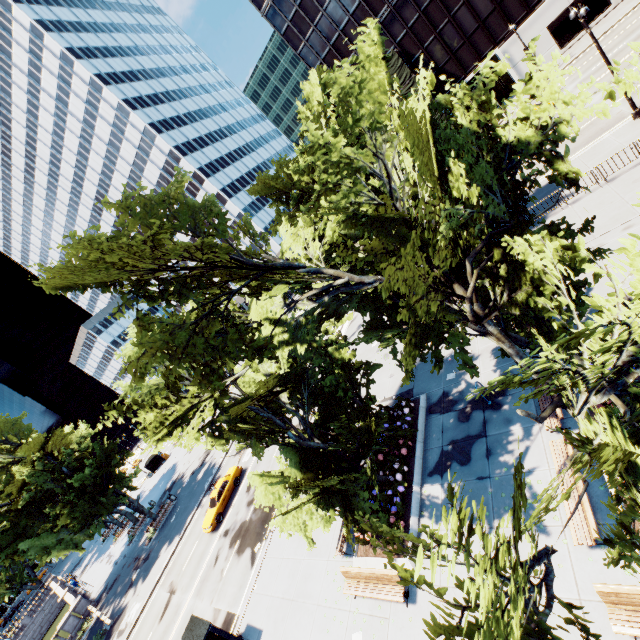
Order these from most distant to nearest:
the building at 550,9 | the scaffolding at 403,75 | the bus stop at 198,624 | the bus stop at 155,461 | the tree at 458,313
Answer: the bus stop at 155,461 → the scaffolding at 403,75 → the building at 550,9 → the bus stop at 198,624 → the tree at 458,313

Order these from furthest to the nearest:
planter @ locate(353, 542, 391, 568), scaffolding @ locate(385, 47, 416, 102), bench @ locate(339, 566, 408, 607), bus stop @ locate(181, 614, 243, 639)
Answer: scaffolding @ locate(385, 47, 416, 102)
bus stop @ locate(181, 614, 243, 639)
planter @ locate(353, 542, 391, 568)
bench @ locate(339, 566, 408, 607)

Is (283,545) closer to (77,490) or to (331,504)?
(331,504)

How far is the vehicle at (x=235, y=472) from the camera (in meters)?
25.56

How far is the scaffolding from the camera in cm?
4056

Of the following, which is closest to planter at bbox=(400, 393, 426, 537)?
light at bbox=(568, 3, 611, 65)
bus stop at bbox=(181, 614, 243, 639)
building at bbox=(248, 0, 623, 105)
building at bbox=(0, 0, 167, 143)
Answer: bus stop at bbox=(181, 614, 243, 639)

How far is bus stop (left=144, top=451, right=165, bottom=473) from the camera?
58.6 meters

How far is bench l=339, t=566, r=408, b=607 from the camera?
10.94m
